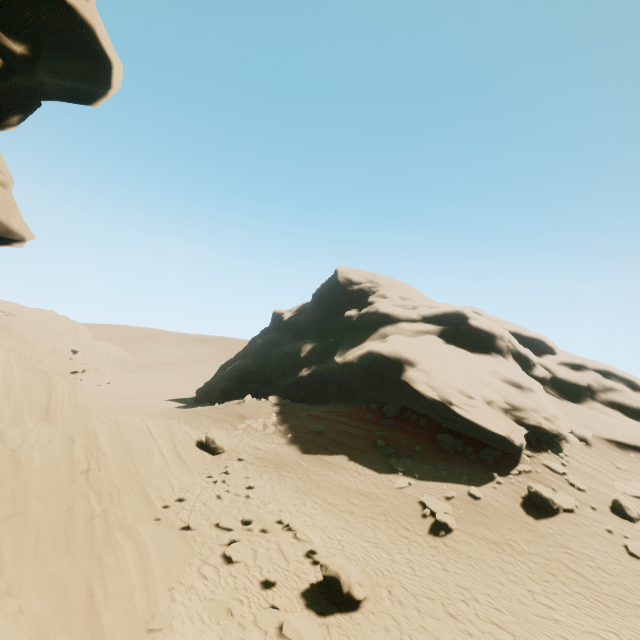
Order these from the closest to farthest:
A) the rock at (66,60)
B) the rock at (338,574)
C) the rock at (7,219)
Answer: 1. the rock at (66,60)
2. the rock at (7,219)
3. the rock at (338,574)

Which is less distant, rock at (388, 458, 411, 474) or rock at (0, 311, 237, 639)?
rock at (0, 311, 237, 639)

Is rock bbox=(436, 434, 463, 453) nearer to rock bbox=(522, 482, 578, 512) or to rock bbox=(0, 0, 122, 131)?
rock bbox=(522, 482, 578, 512)

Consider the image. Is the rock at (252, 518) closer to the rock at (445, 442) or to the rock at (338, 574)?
the rock at (338, 574)

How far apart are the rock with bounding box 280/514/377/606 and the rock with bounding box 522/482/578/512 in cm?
1021

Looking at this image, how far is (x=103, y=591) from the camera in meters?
7.5 m

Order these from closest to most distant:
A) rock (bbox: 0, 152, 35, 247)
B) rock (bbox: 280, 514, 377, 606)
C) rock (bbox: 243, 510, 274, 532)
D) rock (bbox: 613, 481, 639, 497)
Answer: rock (bbox: 0, 152, 35, 247)
rock (bbox: 280, 514, 377, 606)
rock (bbox: 243, 510, 274, 532)
rock (bbox: 613, 481, 639, 497)

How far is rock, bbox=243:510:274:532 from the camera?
12.34m
